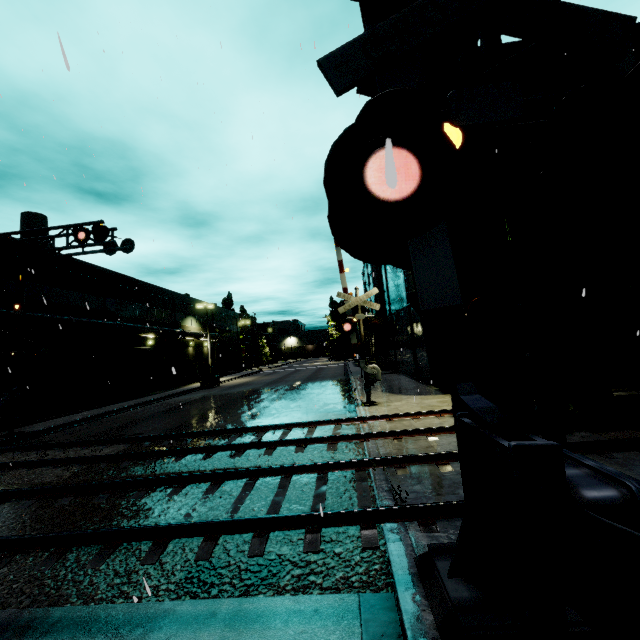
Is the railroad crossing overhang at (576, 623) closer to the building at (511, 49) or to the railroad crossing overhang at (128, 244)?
the building at (511, 49)

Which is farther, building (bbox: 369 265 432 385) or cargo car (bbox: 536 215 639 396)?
building (bbox: 369 265 432 385)

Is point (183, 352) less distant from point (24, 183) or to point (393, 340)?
point (393, 340)

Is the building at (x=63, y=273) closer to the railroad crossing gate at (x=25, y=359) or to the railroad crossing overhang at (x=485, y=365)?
the railroad crossing overhang at (x=485, y=365)

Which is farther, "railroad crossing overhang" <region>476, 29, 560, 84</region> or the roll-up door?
the roll-up door

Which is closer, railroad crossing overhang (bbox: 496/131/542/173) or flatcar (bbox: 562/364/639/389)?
railroad crossing overhang (bbox: 496/131/542/173)

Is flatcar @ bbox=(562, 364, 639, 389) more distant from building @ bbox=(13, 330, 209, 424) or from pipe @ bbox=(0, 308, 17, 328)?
pipe @ bbox=(0, 308, 17, 328)

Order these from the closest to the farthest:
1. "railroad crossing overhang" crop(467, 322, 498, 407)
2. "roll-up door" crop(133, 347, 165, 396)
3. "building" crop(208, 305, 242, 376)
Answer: "railroad crossing overhang" crop(467, 322, 498, 407), "roll-up door" crop(133, 347, 165, 396), "building" crop(208, 305, 242, 376)
